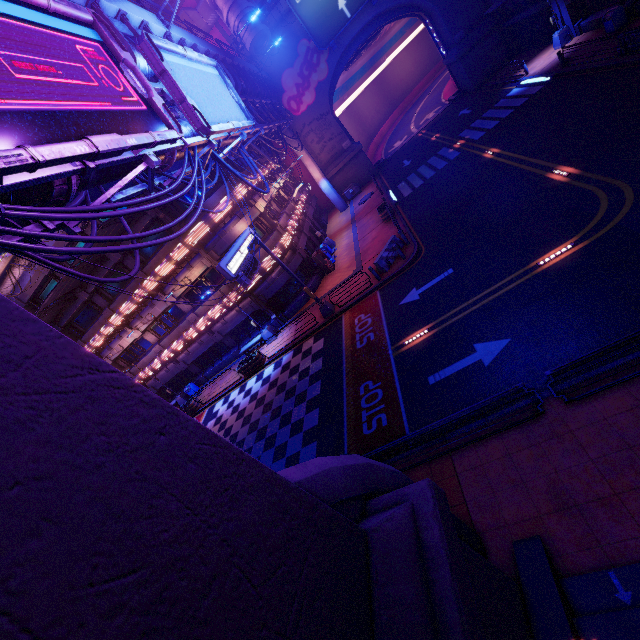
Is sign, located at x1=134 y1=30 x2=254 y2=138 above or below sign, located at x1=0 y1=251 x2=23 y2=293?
below

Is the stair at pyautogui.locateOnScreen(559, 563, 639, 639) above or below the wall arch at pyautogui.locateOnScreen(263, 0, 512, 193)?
below

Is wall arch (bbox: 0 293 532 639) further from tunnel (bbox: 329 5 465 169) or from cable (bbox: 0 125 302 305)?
tunnel (bbox: 329 5 465 169)

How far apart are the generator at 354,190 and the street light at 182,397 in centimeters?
2751cm

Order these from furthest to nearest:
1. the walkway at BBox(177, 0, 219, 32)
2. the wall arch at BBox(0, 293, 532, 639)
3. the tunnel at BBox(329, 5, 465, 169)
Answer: the tunnel at BBox(329, 5, 465, 169) < the walkway at BBox(177, 0, 219, 32) < the wall arch at BBox(0, 293, 532, 639)

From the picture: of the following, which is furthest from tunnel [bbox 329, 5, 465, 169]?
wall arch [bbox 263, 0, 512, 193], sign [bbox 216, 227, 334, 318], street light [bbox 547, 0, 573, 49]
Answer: sign [bbox 216, 227, 334, 318]

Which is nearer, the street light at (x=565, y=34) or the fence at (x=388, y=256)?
the fence at (x=388, y=256)

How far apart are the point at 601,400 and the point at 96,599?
9.30m
